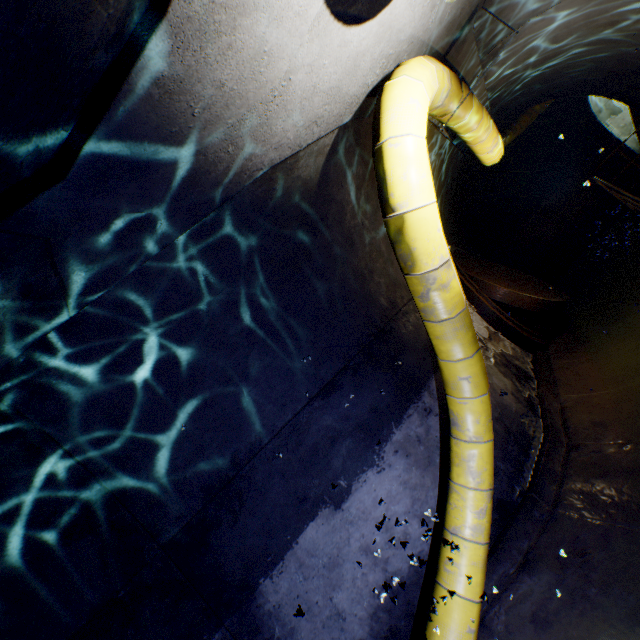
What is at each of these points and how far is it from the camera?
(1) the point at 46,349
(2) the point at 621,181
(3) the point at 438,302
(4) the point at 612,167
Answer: (1) building tunnel, 2.27m
(2) building tunnel, 10.93m
(3) large conduit, 2.73m
(4) building tunnel, 10.94m

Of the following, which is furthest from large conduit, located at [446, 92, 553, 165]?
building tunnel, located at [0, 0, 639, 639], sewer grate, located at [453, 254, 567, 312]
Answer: sewer grate, located at [453, 254, 567, 312]

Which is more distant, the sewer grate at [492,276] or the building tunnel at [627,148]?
the building tunnel at [627,148]

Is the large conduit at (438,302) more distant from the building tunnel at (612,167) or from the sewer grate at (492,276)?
the sewer grate at (492,276)

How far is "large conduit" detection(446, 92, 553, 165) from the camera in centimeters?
389cm

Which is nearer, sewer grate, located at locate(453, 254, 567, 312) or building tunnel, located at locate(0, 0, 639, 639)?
building tunnel, located at locate(0, 0, 639, 639)

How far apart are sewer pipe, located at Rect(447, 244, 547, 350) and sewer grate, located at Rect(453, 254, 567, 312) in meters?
0.0 m

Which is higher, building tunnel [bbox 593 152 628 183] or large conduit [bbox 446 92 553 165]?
large conduit [bbox 446 92 553 165]
